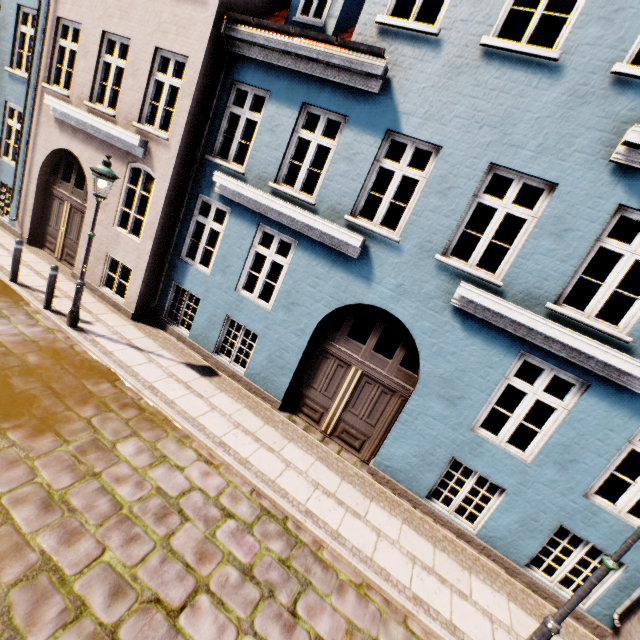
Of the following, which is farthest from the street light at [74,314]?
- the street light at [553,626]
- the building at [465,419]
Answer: the street light at [553,626]

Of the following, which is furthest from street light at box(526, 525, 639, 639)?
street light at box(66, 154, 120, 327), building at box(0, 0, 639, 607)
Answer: street light at box(66, 154, 120, 327)

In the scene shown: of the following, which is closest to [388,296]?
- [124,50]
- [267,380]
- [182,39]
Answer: [267,380]

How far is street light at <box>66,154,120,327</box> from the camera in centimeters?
634cm

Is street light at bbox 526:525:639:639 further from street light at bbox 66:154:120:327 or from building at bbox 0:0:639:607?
street light at bbox 66:154:120:327
